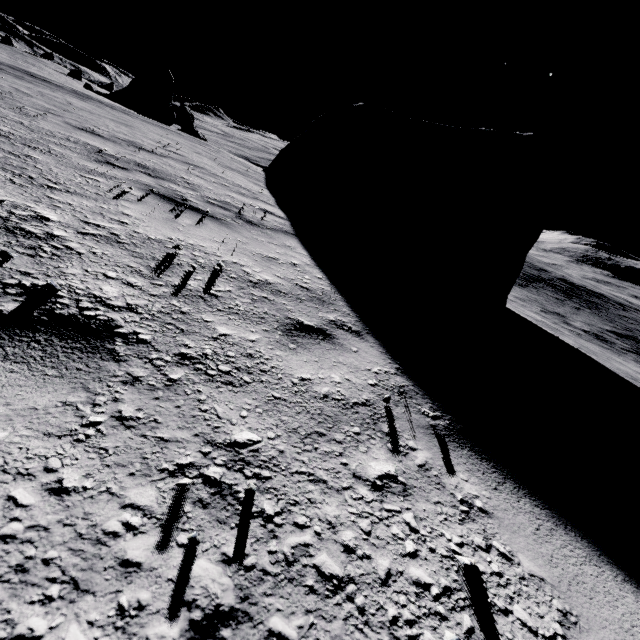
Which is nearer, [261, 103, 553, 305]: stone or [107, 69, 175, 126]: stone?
[261, 103, 553, 305]: stone

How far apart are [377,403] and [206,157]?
10.83m

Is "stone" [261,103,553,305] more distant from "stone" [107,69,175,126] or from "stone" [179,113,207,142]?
"stone" [179,113,207,142]

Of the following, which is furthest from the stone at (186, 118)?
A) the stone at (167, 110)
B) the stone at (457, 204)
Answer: the stone at (457, 204)

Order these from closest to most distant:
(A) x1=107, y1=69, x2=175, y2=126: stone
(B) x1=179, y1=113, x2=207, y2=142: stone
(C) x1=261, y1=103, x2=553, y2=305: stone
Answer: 1. (C) x1=261, y1=103, x2=553, y2=305: stone
2. (A) x1=107, y1=69, x2=175, y2=126: stone
3. (B) x1=179, y1=113, x2=207, y2=142: stone

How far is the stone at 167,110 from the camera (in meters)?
30.75
